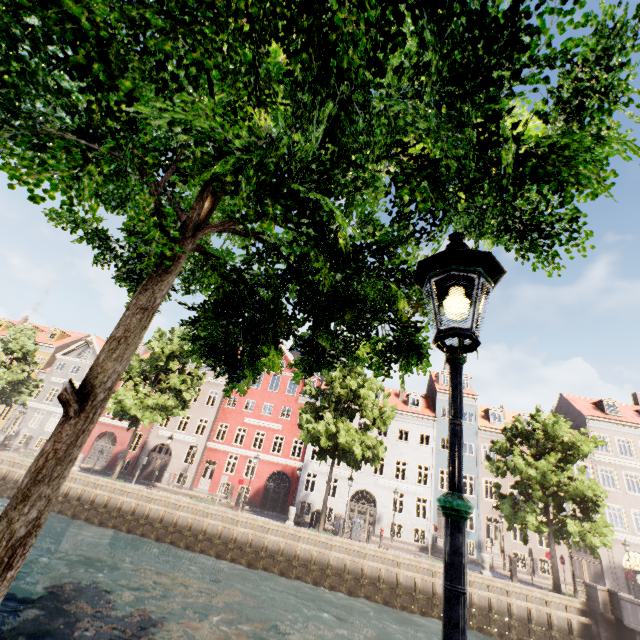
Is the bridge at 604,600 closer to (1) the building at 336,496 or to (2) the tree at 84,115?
(2) the tree at 84,115

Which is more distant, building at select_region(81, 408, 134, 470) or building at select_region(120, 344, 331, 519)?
building at select_region(81, 408, 134, 470)

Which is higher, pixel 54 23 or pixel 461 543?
pixel 54 23

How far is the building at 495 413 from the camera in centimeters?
2684cm

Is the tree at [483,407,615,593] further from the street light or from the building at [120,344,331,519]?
the building at [120,344,331,519]

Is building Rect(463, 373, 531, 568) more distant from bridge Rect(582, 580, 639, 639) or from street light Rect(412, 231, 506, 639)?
street light Rect(412, 231, 506, 639)

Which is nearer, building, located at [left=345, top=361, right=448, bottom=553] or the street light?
the street light
